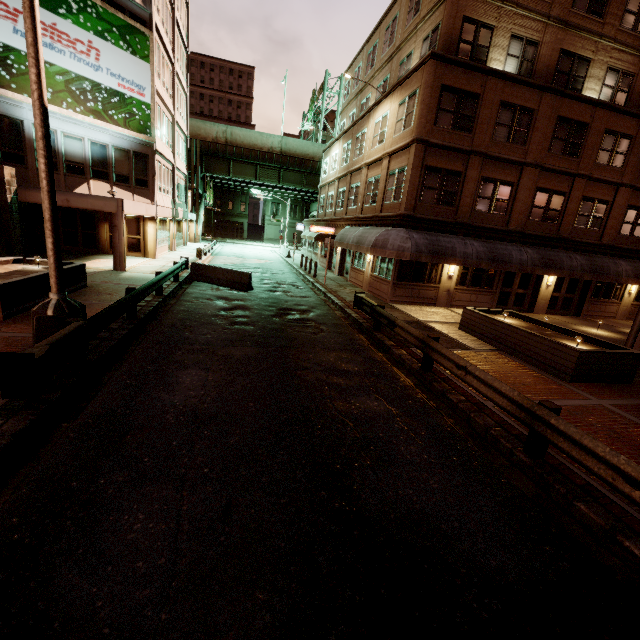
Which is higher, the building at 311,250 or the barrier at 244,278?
the building at 311,250

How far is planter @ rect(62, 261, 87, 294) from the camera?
11.6 meters

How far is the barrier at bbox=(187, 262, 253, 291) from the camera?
16.9 meters

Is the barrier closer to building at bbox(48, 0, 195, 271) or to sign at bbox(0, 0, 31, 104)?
building at bbox(48, 0, 195, 271)

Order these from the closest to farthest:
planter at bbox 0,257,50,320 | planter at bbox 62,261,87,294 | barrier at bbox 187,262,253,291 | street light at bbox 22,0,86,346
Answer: street light at bbox 22,0,86,346 < planter at bbox 0,257,50,320 < planter at bbox 62,261,87,294 < barrier at bbox 187,262,253,291

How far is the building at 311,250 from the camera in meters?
32.1 m

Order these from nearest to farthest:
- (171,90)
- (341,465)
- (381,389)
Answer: (341,465) → (381,389) → (171,90)

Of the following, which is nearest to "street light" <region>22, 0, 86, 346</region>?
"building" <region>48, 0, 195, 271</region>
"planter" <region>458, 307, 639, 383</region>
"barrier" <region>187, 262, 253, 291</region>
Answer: "building" <region>48, 0, 195, 271</region>
